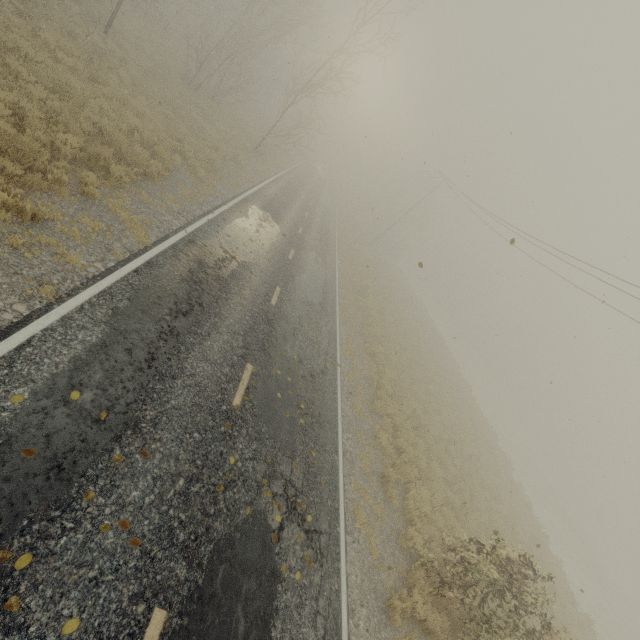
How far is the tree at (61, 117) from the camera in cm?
820

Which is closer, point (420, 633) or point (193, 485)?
point (193, 485)

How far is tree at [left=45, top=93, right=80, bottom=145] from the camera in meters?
8.2 m

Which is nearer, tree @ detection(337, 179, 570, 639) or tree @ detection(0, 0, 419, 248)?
tree @ detection(337, 179, 570, 639)

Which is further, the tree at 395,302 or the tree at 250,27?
the tree at 250,27
